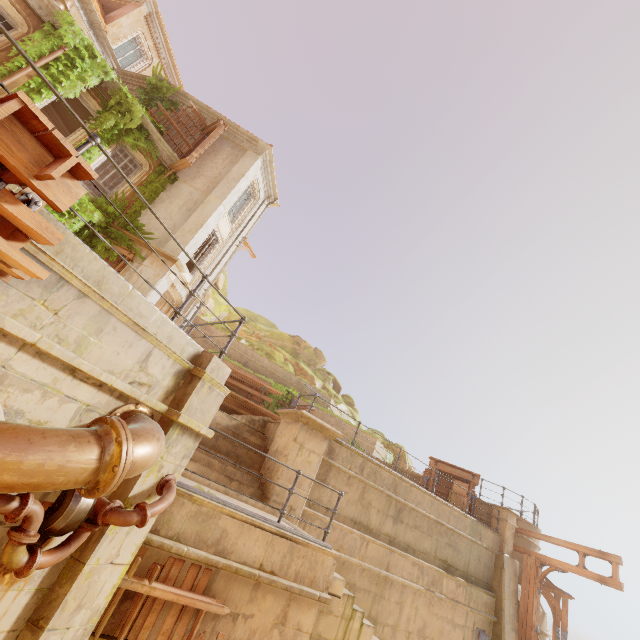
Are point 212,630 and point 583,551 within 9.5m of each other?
no

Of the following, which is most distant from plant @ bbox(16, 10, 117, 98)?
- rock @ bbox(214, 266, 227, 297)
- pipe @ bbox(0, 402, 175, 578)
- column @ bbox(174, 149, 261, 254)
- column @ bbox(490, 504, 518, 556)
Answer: column @ bbox(490, 504, 518, 556)

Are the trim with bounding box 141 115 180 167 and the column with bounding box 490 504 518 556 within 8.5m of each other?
no

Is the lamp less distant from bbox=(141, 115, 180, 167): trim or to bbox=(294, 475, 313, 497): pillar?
bbox=(294, 475, 313, 497): pillar

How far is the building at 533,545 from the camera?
14.14m

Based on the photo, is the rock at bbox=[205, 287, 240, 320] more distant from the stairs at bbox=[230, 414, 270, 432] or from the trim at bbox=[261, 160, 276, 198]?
the stairs at bbox=[230, 414, 270, 432]

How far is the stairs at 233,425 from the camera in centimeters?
964cm

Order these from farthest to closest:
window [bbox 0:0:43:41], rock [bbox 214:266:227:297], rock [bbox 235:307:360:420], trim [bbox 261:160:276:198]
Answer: rock [bbox 235:307:360:420] → rock [bbox 214:266:227:297] → trim [bbox 261:160:276:198] → window [bbox 0:0:43:41]
